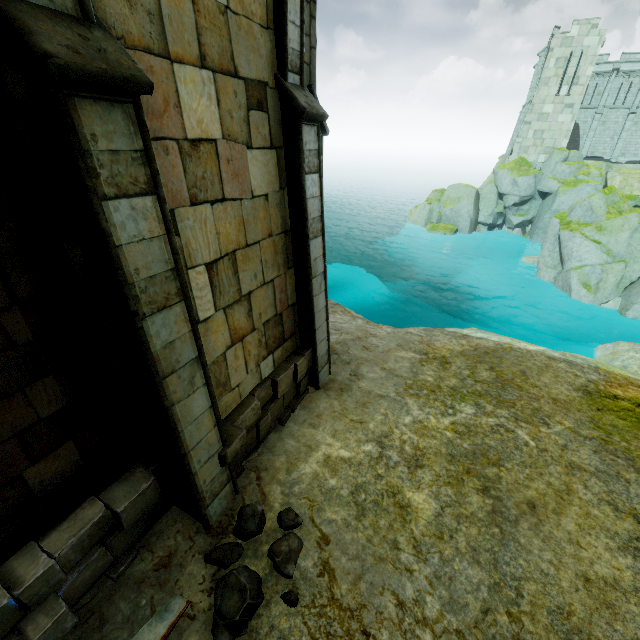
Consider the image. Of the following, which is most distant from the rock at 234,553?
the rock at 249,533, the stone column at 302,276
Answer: the stone column at 302,276

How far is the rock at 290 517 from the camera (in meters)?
5.01

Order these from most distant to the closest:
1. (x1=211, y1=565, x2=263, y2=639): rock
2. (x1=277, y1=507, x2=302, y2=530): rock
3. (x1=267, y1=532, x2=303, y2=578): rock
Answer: (x1=277, y1=507, x2=302, y2=530): rock → (x1=267, y1=532, x2=303, y2=578): rock → (x1=211, y1=565, x2=263, y2=639): rock

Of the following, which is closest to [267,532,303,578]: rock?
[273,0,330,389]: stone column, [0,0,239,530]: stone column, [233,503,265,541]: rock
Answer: [233,503,265,541]: rock

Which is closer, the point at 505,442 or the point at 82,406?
the point at 82,406

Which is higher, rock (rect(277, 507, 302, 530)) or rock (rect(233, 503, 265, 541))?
rock (rect(233, 503, 265, 541))

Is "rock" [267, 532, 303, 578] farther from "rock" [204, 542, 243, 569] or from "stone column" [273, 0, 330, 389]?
"stone column" [273, 0, 330, 389]

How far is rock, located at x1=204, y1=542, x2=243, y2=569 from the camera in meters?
4.5 m
